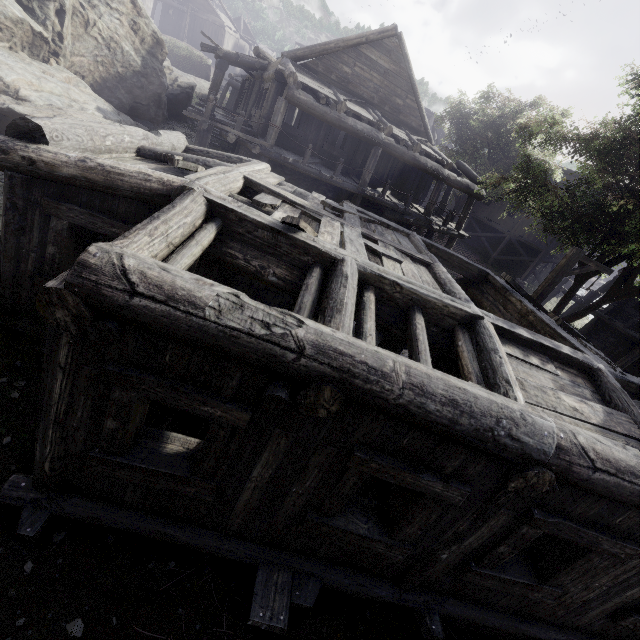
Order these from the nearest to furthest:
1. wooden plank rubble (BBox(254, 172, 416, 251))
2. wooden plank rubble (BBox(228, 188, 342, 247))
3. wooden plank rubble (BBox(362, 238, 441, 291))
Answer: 1. wooden plank rubble (BBox(228, 188, 342, 247))
2. wooden plank rubble (BBox(362, 238, 441, 291))
3. wooden plank rubble (BBox(254, 172, 416, 251))

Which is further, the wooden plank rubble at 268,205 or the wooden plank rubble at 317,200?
the wooden plank rubble at 317,200

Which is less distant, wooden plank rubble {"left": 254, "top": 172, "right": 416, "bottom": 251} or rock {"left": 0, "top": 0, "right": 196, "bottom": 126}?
wooden plank rubble {"left": 254, "top": 172, "right": 416, "bottom": 251}

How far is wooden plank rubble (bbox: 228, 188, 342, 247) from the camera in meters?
4.5 m

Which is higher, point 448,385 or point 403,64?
point 403,64

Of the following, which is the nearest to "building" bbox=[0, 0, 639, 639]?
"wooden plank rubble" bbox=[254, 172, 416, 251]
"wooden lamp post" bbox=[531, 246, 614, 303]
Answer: "wooden plank rubble" bbox=[254, 172, 416, 251]

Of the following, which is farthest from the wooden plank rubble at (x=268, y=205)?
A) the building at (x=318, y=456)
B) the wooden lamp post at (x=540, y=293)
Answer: the wooden lamp post at (x=540, y=293)

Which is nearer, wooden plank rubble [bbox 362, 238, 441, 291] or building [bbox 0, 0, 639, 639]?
building [bbox 0, 0, 639, 639]
